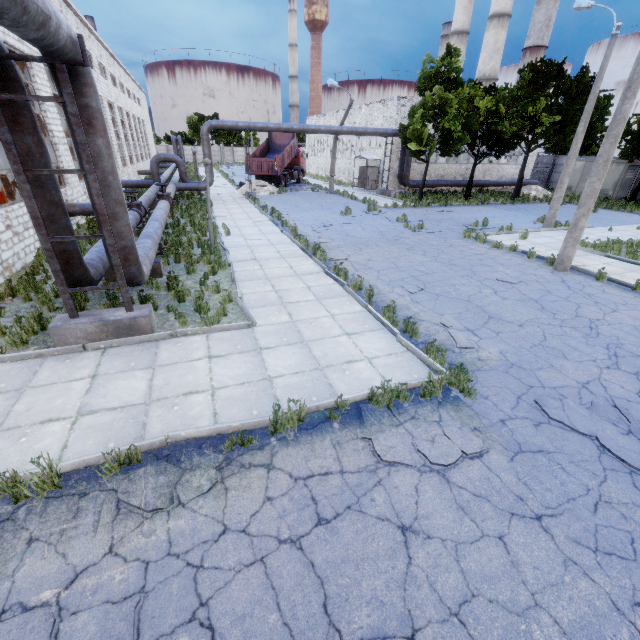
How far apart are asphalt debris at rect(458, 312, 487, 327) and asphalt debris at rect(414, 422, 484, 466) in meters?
3.2

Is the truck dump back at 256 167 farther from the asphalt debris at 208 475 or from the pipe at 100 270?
the asphalt debris at 208 475

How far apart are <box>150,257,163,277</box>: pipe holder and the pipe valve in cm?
426

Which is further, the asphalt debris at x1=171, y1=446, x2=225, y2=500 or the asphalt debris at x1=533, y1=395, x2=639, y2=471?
the asphalt debris at x1=533, y1=395, x2=639, y2=471

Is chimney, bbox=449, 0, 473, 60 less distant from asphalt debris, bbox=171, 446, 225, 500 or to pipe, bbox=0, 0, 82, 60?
Answer: pipe, bbox=0, 0, 82, 60

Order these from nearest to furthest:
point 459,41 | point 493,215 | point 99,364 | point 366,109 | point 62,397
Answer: point 62,397
point 99,364
point 493,215
point 366,109
point 459,41

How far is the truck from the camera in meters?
32.1 m

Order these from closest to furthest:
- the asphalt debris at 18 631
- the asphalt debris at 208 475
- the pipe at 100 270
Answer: the asphalt debris at 18 631 < the asphalt debris at 208 475 < the pipe at 100 270
